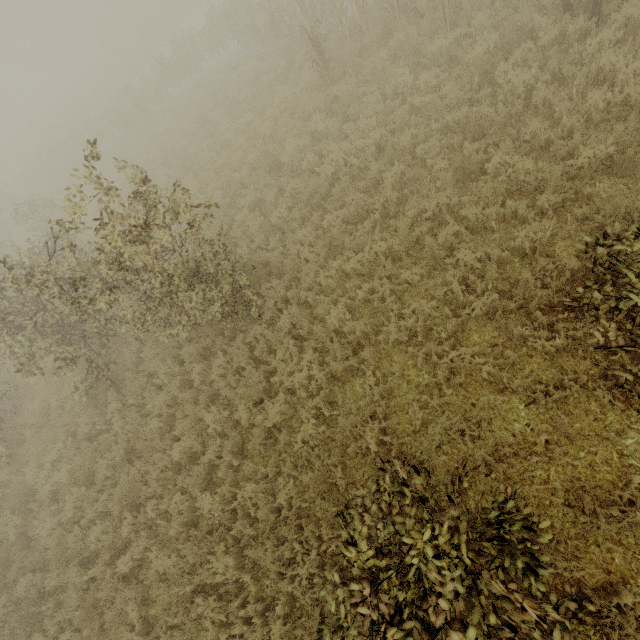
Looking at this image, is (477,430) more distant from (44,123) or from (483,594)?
(44,123)

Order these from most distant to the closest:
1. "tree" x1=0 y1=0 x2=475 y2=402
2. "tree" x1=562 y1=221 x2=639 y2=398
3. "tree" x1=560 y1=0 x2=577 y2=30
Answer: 1. "tree" x1=560 y1=0 x2=577 y2=30
2. "tree" x1=0 y1=0 x2=475 y2=402
3. "tree" x1=562 y1=221 x2=639 y2=398

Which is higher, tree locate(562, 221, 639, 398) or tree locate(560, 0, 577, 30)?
tree locate(562, 221, 639, 398)

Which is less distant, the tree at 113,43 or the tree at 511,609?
the tree at 511,609

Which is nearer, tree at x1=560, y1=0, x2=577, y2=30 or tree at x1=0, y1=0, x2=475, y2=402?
tree at x1=0, y1=0, x2=475, y2=402

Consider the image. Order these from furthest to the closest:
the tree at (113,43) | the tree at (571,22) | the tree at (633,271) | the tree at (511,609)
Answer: the tree at (571,22), the tree at (113,43), the tree at (633,271), the tree at (511,609)
